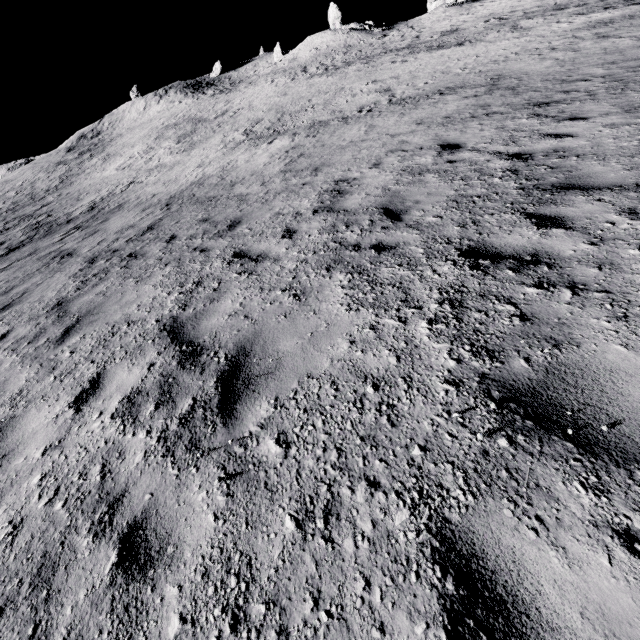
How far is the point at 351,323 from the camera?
3.34m
